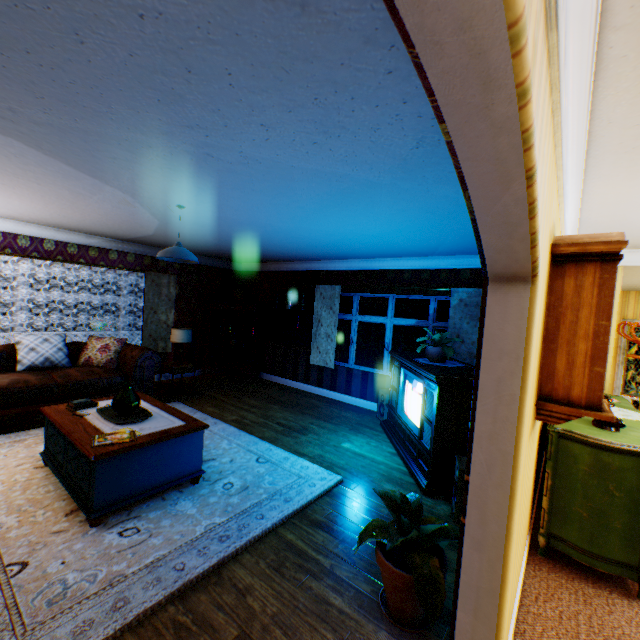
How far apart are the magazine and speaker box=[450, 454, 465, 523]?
3.2 meters

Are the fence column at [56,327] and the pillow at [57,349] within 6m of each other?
no

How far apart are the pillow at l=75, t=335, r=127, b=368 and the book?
2.29m

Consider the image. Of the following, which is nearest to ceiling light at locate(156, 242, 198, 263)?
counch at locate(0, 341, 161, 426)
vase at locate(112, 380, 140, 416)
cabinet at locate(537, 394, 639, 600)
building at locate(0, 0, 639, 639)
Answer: building at locate(0, 0, 639, 639)

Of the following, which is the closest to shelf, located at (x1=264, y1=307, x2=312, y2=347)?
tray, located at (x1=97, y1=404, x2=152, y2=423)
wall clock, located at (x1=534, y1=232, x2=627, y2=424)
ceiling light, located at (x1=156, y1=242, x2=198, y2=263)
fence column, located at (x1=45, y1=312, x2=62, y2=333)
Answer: ceiling light, located at (x1=156, y1=242, x2=198, y2=263)

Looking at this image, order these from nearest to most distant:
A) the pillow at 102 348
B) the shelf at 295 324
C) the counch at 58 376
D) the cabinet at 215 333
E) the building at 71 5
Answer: the building at 71 5 → the counch at 58 376 → the pillow at 102 348 → the shelf at 295 324 → the cabinet at 215 333

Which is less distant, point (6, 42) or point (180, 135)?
point (6, 42)

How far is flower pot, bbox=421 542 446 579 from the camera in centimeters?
213cm
